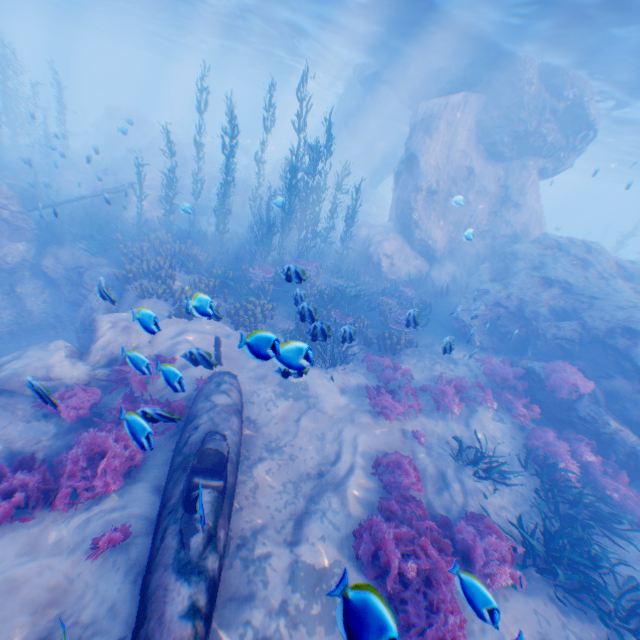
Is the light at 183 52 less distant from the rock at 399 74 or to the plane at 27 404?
the rock at 399 74

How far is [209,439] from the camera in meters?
6.0

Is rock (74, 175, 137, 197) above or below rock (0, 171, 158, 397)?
above

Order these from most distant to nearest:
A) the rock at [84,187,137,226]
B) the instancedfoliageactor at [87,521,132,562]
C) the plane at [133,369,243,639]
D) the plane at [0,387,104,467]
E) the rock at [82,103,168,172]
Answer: the rock at [82,103,168,172] → the rock at [84,187,137,226] → the plane at [0,387,104,467] → the instancedfoliageactor at [87,521,132,562] → the plane at [133,369,243,639]

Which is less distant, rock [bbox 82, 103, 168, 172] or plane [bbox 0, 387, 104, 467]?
plane [bbox 0, 387, 104, 467]

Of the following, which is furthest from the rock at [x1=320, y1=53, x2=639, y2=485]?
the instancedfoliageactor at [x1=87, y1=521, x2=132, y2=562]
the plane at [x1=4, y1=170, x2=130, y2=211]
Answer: the instancedfoliageactor at [x1=87, y1=521, x2=132, y2=562]

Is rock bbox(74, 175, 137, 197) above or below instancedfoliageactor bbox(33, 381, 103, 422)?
above

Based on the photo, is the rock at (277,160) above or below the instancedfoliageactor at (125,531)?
above
